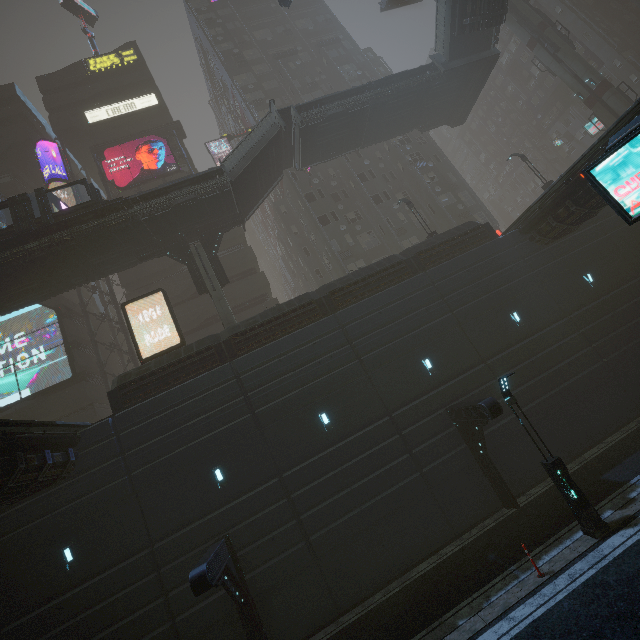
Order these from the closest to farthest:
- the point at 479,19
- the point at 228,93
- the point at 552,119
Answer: the point at 479,19
the point at 228,93
the point at 552,119

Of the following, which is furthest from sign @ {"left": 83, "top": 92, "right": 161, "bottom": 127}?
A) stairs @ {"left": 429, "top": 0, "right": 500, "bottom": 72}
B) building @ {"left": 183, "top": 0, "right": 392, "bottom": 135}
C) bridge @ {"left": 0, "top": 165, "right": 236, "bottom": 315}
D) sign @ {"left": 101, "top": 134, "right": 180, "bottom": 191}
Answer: stairs @ {"left": 429, "top": 0, "right": 500, "bottom": 72}

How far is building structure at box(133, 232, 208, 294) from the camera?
21.7 meters

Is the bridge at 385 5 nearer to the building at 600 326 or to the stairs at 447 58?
the building at 600 326

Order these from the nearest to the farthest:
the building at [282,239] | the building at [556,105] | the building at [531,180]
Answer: the building at [282,239], the building at [556,105], the building at [531,180]

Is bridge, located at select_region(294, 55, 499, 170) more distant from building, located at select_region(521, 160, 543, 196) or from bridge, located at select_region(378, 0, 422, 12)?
bridge, located at select_region(378, 0, 422, 12)

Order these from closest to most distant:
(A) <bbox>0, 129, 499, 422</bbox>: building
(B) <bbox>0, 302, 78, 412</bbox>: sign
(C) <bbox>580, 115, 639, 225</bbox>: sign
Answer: (C) <bbox>580, 115, 639, 225</bbox>: sign, (A) <bbox>0, 129, 499, 422</bbox>: building, (B) <bbox>0, 302, 78, 412</bbox>: sign

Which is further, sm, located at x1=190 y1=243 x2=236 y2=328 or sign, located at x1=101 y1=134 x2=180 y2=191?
sign, located at x1=101 y1=134 x2=180 y2=191
